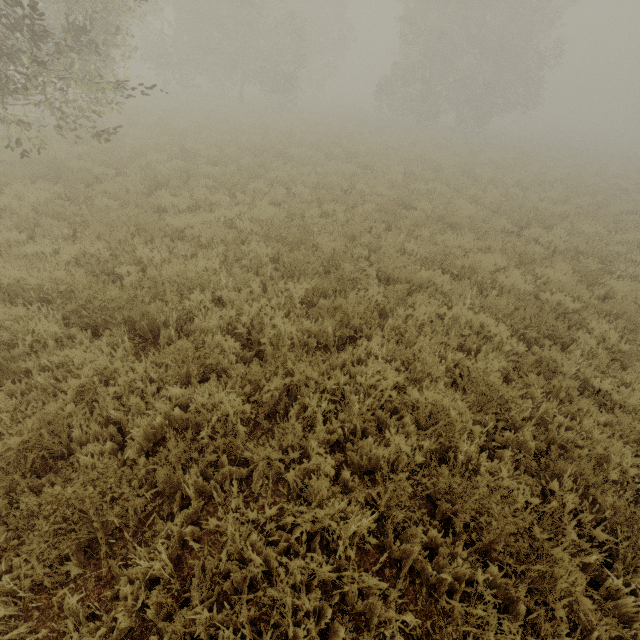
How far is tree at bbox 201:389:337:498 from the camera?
2.9 meters

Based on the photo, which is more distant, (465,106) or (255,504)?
(465,106)

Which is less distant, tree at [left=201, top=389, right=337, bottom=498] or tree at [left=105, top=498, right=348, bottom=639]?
tree at [left=105, top=498, right=348, bottom=639]

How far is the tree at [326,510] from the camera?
2.6 meters
